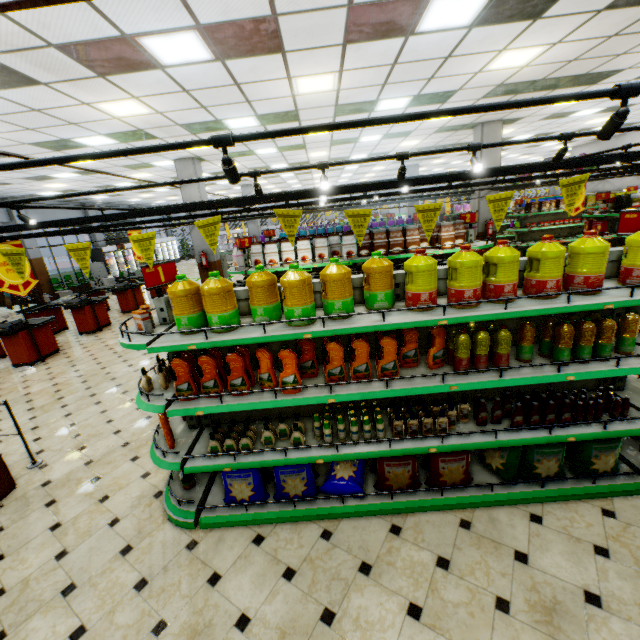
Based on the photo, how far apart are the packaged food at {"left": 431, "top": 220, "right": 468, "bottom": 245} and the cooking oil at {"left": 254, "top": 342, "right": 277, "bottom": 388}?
3.45m

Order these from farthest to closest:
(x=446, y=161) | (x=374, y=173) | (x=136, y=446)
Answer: (x=374, y=173) → (x=446, y=161) → (x=136, y=446)

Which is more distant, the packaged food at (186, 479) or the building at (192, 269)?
the building at (192, 269)

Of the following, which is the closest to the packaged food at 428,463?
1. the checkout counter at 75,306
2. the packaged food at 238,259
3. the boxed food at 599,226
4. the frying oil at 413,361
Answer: the frying oil at 413,361

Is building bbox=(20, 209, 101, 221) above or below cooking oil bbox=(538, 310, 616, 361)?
above

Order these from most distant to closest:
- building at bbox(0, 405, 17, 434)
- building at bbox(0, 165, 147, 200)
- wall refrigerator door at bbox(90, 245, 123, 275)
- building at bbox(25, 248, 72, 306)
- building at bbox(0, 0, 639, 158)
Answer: wall refrigerator door at bbox(90, 245, 123, 275) → building at bbox(25, 248, 72, 306) → building at bbox(0, 165, 147, 200) → building at bbox(0, 405, 17, 434) → building at bbox(0, 0, 639, 158)

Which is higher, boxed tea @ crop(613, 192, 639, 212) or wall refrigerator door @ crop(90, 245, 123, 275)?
boxed tea @ crop(613, 192, 639, 212)

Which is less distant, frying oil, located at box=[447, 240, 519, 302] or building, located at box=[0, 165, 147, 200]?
frying oil, located at box=[447, 240, 519, 302]
